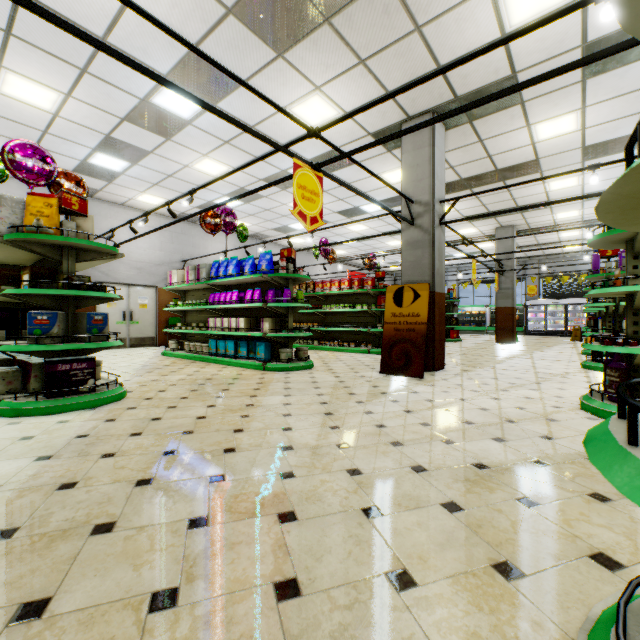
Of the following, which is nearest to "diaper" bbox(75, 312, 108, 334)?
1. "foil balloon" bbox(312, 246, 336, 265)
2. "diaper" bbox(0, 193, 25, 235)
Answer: "diaper" bbox(0, 193, 25, 235)

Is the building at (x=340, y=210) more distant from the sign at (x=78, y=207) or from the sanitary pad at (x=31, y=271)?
the sign at (x=78, y=207)

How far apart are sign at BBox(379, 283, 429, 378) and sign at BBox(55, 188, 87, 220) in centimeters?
480cm

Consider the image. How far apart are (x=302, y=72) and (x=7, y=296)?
5.16m

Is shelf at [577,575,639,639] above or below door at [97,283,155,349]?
below

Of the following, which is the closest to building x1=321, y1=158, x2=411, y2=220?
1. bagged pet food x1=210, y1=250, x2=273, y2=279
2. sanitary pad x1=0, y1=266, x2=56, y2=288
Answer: sanitary pad x1=0, y1=266, x2=56, y2=288

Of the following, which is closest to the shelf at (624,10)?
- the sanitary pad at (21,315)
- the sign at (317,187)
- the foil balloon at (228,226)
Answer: the sign at (317,187)

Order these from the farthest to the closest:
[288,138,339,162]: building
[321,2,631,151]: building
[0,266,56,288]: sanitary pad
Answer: [288,138,339,162]: building < [321,2,631,151]: building < [0,266,56,288]: sanitary pad
